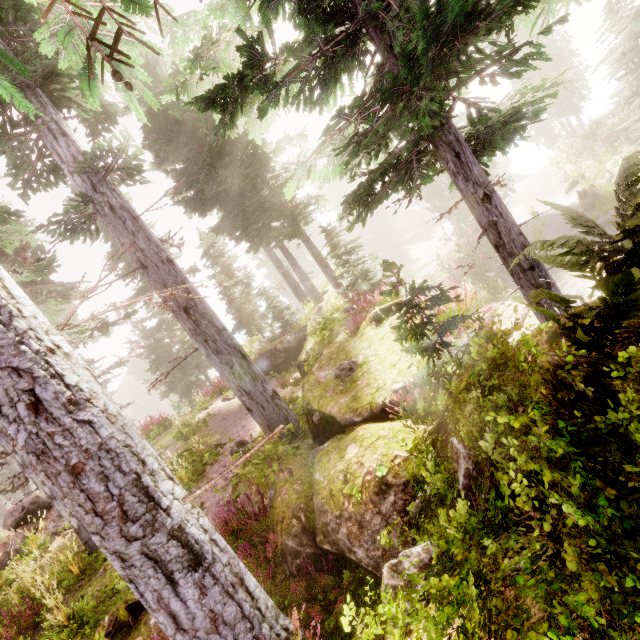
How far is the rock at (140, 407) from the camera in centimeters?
5897cm

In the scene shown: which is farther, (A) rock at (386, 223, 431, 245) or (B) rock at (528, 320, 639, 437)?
(A) rock at (386, 223, 431, 245)

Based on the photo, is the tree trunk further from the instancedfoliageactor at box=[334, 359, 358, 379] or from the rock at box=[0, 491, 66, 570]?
the rock at box=[0, 491, 66, 570]

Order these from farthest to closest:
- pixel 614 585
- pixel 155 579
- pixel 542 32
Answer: pixel 542 32 → pixel 155 579 → pixel 614 585

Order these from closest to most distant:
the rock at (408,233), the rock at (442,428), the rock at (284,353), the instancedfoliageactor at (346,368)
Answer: the rock at (442,428)
the instancedfoliageactor at (346,368)
the rock at (284,353)
the rock at (408,233)

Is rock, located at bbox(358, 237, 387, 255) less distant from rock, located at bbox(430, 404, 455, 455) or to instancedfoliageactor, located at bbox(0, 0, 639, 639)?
instancedfoliageactor, located at bbox(0, 0, 639, 639)

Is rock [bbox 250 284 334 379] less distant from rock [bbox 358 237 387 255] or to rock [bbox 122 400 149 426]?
rock [bbox 358 237 387 255]

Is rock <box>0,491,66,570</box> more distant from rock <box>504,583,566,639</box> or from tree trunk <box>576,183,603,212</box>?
tree trunk <box>576,183,603,212</box>
